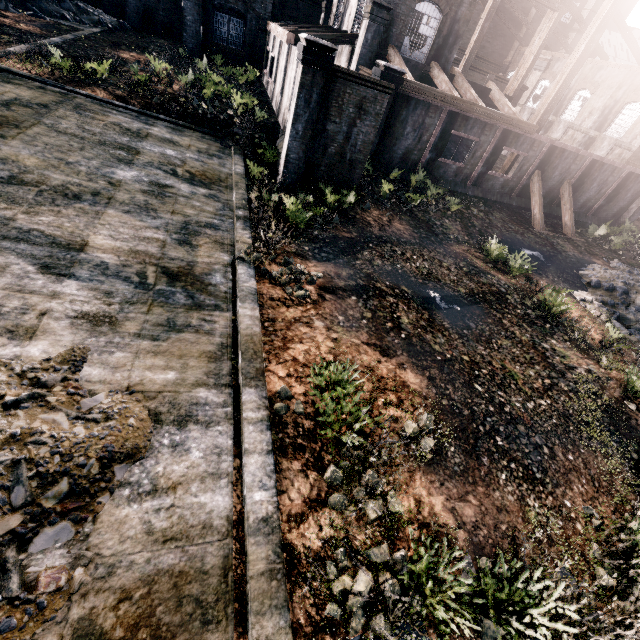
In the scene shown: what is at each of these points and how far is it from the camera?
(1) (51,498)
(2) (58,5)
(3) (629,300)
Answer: (1) stone debris, 4.64m
(2) stone debris, 29.16m
(3) stone debris, 18.53m

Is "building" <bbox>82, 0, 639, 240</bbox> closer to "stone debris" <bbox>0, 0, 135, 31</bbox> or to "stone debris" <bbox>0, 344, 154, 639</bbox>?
"stone debris" <bbox>0, 0, 135, 31</bbox>

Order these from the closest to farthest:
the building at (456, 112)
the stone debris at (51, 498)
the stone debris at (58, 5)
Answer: the stone debris at (51, 498), the building at (456, 112), the stone debris at (58, 5)

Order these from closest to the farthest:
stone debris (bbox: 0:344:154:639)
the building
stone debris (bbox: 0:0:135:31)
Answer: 1. stone debris (bbox: 0:344:154:639)
2. the building
3. stone debris (bbox: 0:0:135:31)

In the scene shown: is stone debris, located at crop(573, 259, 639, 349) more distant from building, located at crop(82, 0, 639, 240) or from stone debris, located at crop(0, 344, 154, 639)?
stone debris, located at crop(0, 344, 154, 639)

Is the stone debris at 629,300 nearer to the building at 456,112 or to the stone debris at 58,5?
the building at 456,112

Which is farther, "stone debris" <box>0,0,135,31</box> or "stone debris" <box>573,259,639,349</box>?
"stone debris" <box>0,0,135,31</box>

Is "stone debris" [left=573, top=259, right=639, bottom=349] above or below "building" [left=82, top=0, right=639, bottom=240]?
below
